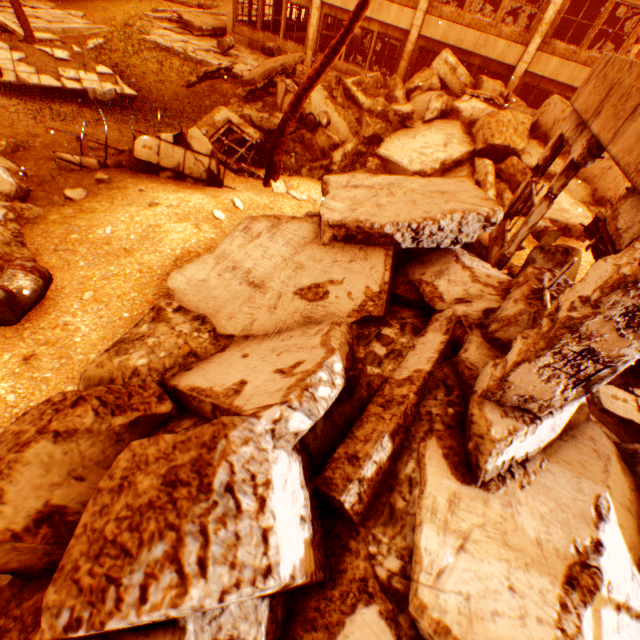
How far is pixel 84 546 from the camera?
1.93m

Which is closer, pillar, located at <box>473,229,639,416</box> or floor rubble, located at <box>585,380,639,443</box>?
pillar, located at <box>473,229,639,416</box>

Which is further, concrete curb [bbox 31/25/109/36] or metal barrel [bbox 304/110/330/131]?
concrete curb [bbox 31/25/109/36]

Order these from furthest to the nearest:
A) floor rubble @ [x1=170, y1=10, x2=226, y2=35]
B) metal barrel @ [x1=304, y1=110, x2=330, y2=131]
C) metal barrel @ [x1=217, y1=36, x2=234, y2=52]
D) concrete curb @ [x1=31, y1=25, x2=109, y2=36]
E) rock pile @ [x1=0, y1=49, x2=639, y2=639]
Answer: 1. floor rubble @ [x1=170, y1=10, x2=226, y2=35]
2. metal barrel @ [x1=217, y1=36, x2=234, y2=52]
3. concrete curb @ [x1=31, y1=25, x2=109, y2=36]
4. metal barrel @ [x1=304, y1=110, x2=330, y2=131]
5. rock pile @ [x1=0, y1=49, x2=639, y2=639]

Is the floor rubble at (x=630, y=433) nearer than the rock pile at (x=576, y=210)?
Yes

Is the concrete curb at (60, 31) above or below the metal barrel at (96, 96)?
below

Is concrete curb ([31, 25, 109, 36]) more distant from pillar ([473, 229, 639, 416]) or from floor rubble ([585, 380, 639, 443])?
floor rubble ([585, 380, 639, 443])

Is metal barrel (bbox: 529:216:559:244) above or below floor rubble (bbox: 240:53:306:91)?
below
